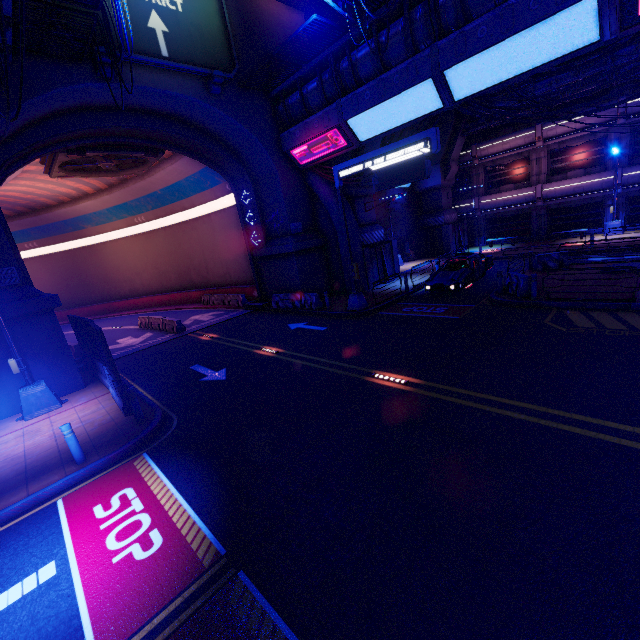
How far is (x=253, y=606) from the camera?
4.2 meters

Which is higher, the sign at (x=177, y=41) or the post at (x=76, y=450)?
the sign at (x=177, y=41)

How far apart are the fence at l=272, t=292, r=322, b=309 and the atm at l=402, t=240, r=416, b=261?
14.6 meters

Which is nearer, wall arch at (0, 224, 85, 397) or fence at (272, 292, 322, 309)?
wall arch at (0, 224, 85, 397)

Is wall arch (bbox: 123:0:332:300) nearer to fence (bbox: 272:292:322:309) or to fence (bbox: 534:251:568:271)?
fence (bbox: 272:292:322:309)

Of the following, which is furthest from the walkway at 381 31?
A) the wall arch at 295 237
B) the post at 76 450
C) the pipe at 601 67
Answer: the post at 76 450

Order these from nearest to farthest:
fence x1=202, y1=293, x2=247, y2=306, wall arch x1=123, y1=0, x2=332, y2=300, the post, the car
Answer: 1. the post
2. wall arch x1=123, y1=0, x2=332, y2=300
3. the car
4. fence x1=202, y1=293, x2=247, y2=306

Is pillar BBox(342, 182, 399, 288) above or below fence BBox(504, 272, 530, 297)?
above
